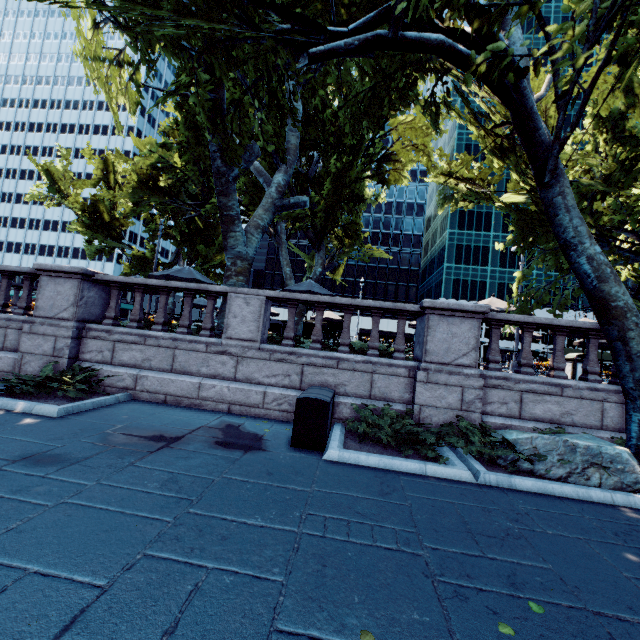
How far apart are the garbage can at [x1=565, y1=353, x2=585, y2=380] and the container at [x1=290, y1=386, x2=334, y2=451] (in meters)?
8.71

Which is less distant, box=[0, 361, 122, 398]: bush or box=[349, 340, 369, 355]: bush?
box=[0, 361, 122, 398]: bush

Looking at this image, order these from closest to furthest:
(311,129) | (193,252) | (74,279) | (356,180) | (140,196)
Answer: (74,279)
(356,180)
(311,129)
(140,196)
(193,252)

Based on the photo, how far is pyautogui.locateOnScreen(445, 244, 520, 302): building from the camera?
59.31m

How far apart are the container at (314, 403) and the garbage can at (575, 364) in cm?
871

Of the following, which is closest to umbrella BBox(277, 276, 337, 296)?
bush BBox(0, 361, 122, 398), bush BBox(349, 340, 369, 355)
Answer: bush BBox(349, 340, 369, 355)

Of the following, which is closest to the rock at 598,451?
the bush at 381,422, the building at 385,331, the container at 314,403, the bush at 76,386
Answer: the bush at 381,422

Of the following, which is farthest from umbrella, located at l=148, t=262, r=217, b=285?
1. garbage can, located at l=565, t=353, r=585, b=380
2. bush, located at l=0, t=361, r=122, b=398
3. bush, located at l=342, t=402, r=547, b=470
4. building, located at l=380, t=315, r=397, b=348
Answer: → building, located at l=380, t=315, r=397, b=348
